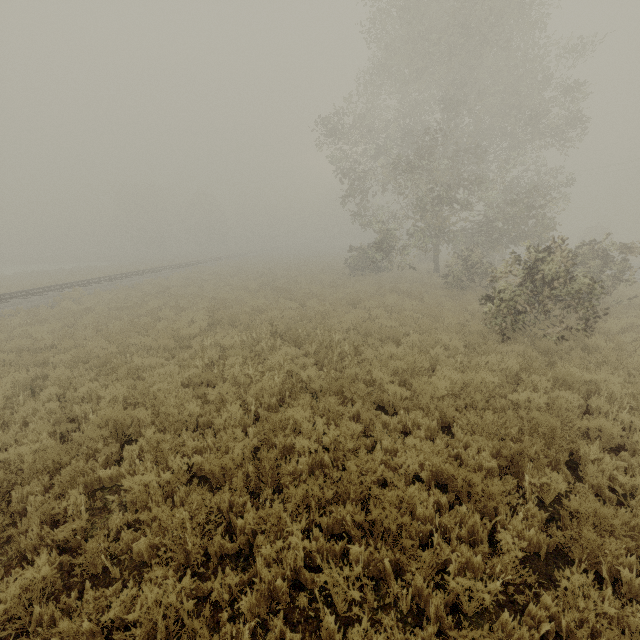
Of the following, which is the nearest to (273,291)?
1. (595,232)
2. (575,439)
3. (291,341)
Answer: (291,341)
